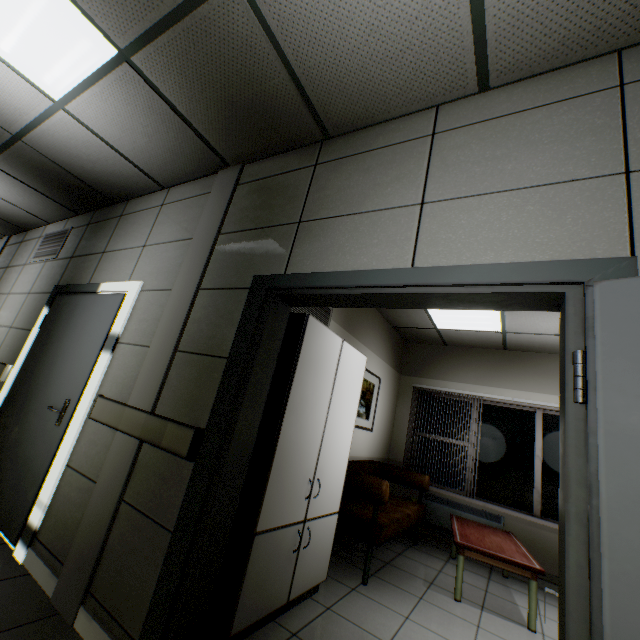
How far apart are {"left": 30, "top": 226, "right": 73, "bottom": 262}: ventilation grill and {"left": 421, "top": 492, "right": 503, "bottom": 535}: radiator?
6.7 meters

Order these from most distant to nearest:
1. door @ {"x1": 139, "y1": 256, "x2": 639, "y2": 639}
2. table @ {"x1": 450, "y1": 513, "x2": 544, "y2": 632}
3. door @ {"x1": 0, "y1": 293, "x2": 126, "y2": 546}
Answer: table @ {"x1": 450, "y1": 513, "x2": 544, "y2": 632}
door @ {"x1": 0, "y1": 293, "x2": 126, "y2": 546}
door @ {"x1": 139, "y1": 256, "x2": 639, "y2": 639}

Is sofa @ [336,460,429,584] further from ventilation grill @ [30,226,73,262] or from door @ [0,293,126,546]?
ventilation grill @ [30,226,73,262]

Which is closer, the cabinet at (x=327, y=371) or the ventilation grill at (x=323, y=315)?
the cabinet at (x=327, y=371)

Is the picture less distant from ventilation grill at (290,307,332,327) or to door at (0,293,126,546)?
ventilation grill at (290,307,332,327)

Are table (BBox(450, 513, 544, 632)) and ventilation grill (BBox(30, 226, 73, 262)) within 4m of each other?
no

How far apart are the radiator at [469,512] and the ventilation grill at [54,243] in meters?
6.7

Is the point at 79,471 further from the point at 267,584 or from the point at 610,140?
the point at 610,140
